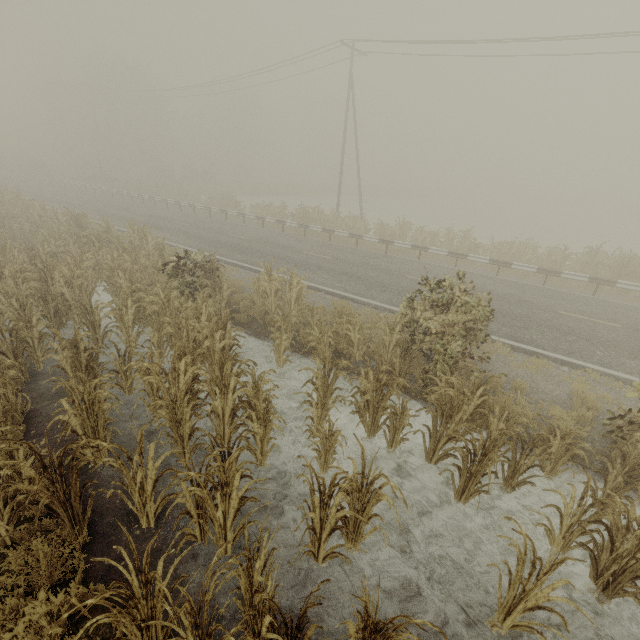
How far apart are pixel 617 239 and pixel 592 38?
26.22m

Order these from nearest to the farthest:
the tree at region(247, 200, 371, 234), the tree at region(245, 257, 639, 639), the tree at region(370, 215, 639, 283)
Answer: the tree at region(245, 257, 639, 639) < the tree at region(370, 215, 639, 283) < the tree at region(247, 200, 371, 234)

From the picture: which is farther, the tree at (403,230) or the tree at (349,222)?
the tree at (349,222)

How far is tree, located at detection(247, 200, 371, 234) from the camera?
21.5 meters

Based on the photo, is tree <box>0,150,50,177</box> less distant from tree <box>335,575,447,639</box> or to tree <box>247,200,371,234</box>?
tree <box>247,200,371,234</box>

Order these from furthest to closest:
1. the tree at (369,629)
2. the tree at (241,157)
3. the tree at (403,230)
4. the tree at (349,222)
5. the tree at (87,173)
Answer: the tree at (241,157), the tree at (87,173), the tree at (349,222), the tree at (403,230), the tree at (369,629)

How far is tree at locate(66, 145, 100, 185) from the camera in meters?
45.5

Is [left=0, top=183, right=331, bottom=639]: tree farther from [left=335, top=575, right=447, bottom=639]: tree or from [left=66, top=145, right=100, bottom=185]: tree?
[left=66, top=145, right=100, bottom=185]: tree
